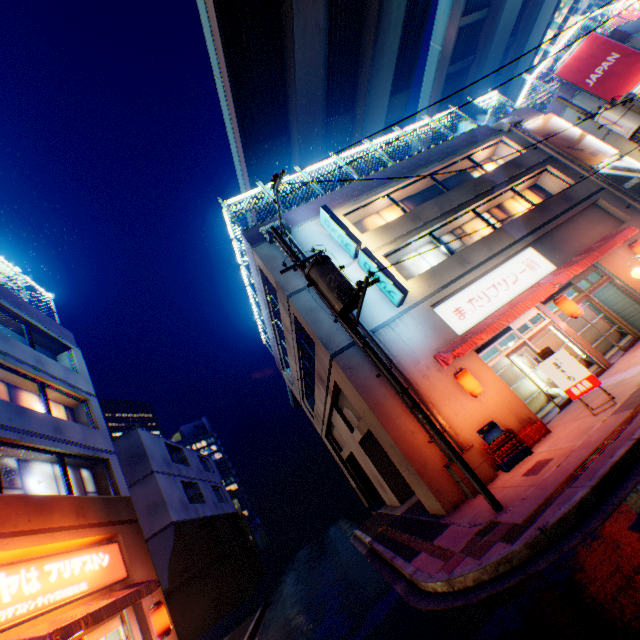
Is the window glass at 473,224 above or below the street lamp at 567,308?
above

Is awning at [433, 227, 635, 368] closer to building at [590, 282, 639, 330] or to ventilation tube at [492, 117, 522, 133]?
building at [590, 282, 639, 330]

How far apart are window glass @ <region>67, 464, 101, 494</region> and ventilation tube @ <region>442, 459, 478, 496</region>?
12.0 meters

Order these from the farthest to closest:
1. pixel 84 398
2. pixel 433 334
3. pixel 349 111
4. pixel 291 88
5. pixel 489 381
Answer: pixel 349 111
pixel 291 88
pixel 84 398
pixel 433 334
pixel 489 381

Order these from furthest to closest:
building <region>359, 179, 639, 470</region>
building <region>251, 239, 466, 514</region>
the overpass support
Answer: the overpass support, building <region>359, 179, 639, 470</region>, building <region>251, 239, 466, 514</region>

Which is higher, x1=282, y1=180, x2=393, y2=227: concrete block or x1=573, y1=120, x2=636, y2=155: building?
x1=282, y1=180, x2=393, y2=227: concrete block

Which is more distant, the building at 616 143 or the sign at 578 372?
the building at 616 143

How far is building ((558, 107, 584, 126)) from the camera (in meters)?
20.17
